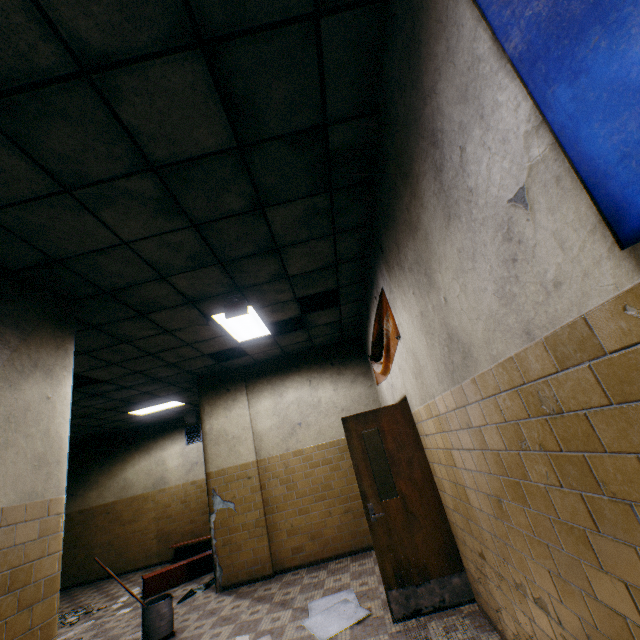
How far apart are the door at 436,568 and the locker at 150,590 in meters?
4.2

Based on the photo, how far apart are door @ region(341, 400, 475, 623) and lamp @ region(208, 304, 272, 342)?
2.04m

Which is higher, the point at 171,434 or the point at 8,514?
the point at 171,434

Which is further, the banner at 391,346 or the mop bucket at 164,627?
the mop bucket at 164,627

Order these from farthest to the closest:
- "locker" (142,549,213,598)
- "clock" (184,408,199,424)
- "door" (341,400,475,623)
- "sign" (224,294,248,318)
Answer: "clock" (184,408,199,424), "locker" (142,549,213,598), "sign" (224,294,248,318), "door" (341,400,475,623)

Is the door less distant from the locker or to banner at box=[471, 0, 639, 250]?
banner at box=[471, 0, 639, 250]

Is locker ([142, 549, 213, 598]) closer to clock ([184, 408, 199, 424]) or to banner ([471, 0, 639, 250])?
clock ([184, 408, 199, 424])

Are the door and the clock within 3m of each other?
no
